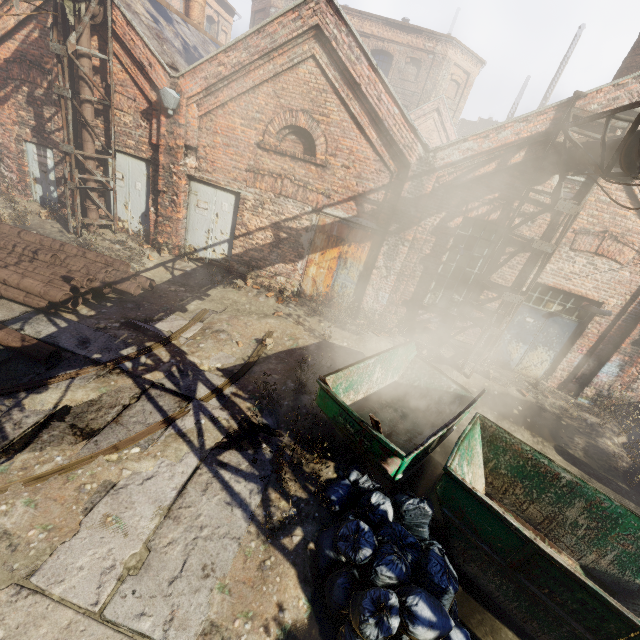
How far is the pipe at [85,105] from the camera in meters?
8.8 m

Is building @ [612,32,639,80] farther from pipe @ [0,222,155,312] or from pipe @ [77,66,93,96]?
pipe @ [0,222,155,312]

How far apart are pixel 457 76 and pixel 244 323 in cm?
2837

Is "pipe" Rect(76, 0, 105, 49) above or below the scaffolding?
above

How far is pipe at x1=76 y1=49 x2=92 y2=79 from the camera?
8.3m

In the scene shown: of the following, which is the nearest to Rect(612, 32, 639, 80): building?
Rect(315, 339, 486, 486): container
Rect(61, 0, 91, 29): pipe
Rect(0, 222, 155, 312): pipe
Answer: Rect(61, 0, 91, 29): pipe

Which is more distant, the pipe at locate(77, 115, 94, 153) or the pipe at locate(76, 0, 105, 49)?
the pipe at locate(77, 115, 94, 153)

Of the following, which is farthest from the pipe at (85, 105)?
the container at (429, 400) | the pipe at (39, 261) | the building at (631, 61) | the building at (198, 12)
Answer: the building at (198, 12)
